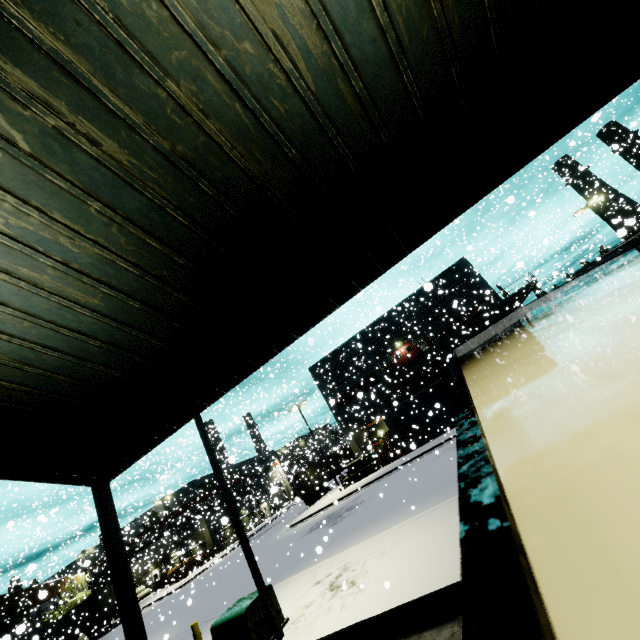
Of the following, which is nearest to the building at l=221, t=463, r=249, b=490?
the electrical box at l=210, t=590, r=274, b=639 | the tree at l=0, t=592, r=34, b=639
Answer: the tree at l=0, t=592, r=34, b=639

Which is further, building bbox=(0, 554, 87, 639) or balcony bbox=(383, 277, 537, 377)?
balcony bbox=(383, 277, 537, 377)

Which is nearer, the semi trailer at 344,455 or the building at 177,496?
the semi trailer at 344,455

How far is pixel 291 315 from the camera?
5.4 meters

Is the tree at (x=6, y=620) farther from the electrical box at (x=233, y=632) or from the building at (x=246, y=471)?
the electrical box at (x=233, y=632)

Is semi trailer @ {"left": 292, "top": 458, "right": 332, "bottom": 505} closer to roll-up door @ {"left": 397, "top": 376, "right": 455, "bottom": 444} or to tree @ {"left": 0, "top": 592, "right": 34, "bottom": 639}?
tree @ {"left": 0, "top": 592, "right": 34, "bottom": 639}

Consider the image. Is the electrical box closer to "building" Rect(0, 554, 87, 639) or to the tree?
"building" Rect(0, 554, 87, 639)

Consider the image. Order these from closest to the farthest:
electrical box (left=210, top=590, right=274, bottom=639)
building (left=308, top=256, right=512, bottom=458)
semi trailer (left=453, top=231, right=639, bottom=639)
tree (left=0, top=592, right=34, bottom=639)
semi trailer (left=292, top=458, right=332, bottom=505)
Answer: semi trailer (left=453, top=231, right=639, bottom=639) < electrical box (left=210, top=590, right=274, bottom=639) < tree (left=0, top=592, right=34, bottom=639) < building (left=308, top=256, right=512, bottom=458) < semi trailer (left=292, top=458, right=332, bottom=505)
